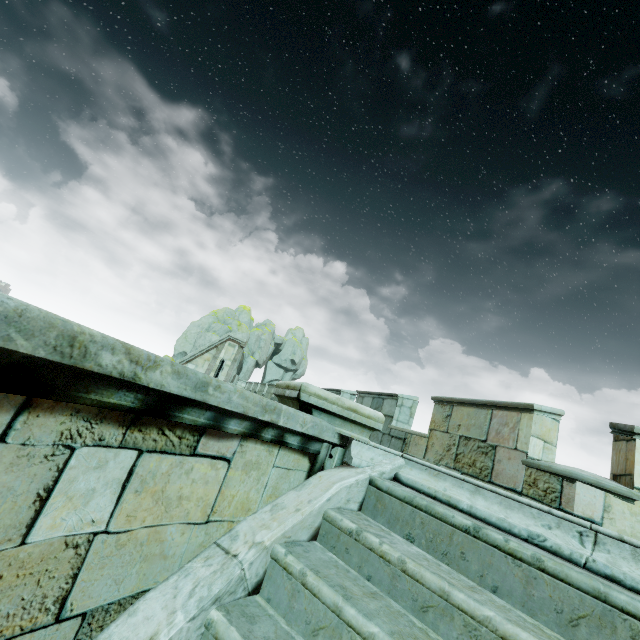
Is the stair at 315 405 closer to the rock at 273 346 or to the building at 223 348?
the building at 223 348

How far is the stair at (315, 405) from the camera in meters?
2.9

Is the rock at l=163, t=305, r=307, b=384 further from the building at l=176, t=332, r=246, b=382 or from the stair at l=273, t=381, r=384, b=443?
the stair at l=273, t=381, r=384, b=443

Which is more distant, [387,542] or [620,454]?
[620,454]

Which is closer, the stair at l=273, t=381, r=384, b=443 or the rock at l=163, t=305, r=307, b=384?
the stair at l=273, t=381, r=384, b=443

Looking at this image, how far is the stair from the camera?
2.9 meters

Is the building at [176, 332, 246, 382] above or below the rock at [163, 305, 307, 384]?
below

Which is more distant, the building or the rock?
the rock
